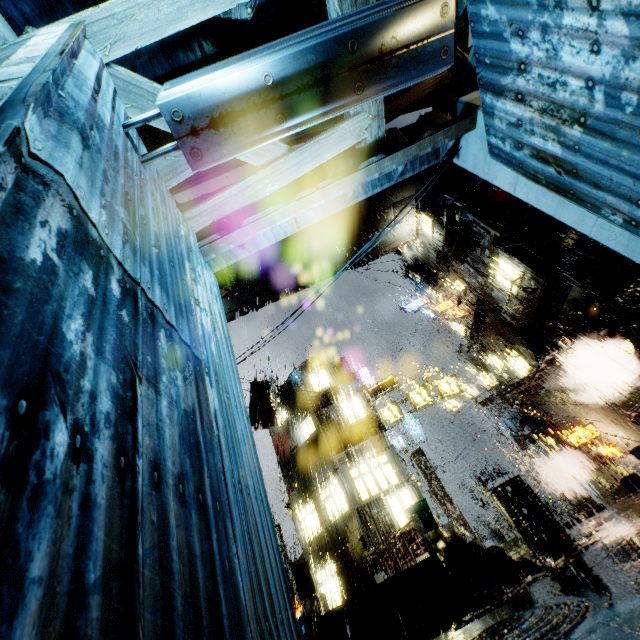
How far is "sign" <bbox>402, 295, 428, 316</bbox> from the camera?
35.5 meters

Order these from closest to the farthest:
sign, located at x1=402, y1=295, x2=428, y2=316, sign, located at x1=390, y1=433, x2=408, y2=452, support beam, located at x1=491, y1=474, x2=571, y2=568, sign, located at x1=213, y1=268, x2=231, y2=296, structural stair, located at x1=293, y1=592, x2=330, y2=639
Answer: structural stair, located at x1=293, y1=592, x2=330, y2=639, support beam, located at x1=491, y1=474, x2=571, y2=568, sign, located at x1=213, y1=268, x2=231, y2=296, sign, located at x1=390, y1=433, x2=408, y2=452, sign, located at x1=402, y1=295, x2=428, y2=316

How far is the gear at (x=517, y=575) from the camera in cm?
870

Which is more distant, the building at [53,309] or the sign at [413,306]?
the sign at [413,306]

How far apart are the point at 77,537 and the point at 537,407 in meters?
30.2

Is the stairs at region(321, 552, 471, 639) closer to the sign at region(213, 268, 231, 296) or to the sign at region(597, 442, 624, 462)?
the sign at region(213, 268, 231, 296)

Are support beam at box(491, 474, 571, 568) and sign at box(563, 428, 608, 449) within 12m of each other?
yes

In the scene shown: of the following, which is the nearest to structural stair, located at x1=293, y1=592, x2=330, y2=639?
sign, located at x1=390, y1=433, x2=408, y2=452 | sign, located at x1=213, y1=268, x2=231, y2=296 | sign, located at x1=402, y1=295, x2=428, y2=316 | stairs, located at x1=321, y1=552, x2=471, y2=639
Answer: stairs, located at x1=321, y1=552, x2=471, y2=639
